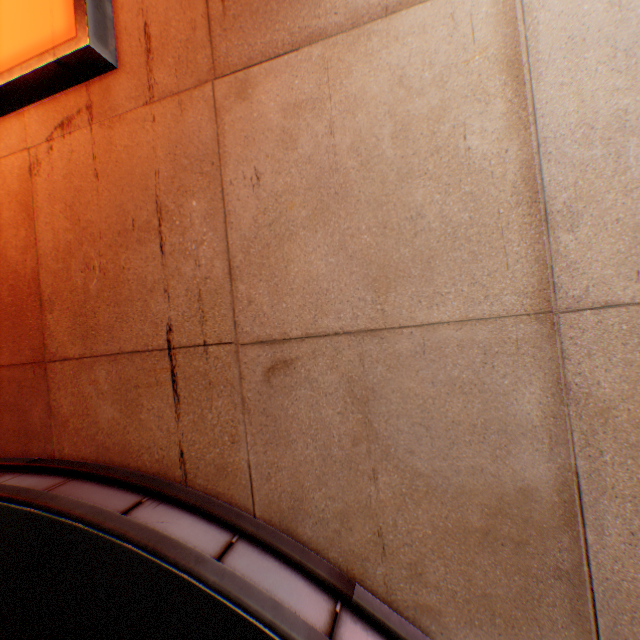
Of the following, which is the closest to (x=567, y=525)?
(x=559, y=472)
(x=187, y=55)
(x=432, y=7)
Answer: (x=559, y=472)

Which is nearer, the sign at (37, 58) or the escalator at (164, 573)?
the escalator at (164, 573)

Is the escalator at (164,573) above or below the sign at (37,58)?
below

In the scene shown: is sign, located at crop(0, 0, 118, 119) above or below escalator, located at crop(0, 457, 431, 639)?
above

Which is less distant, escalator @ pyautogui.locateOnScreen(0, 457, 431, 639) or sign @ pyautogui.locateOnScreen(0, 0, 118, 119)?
escalator @ pyautogui.locateOnScreen(0, 457, 431, 639)
